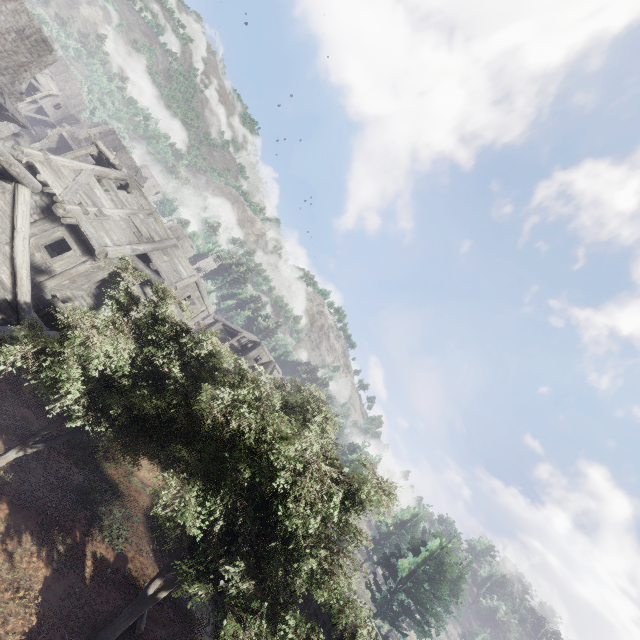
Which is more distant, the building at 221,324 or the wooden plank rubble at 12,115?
the building at 221,324

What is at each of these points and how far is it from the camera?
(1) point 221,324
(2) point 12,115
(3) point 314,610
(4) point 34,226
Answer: (1) building, 46.9 meters
(2) wooden plank rubble, 25.5 meters
(3) building, 11.4 meters
(4) building, 13.7 meters

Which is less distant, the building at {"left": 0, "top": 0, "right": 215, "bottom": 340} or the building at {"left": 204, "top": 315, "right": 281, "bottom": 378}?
the building at {"left": 0, "top": 0, "right": 215, "bottom": 340}

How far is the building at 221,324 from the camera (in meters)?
30.34

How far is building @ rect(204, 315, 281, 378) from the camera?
30.3 meters

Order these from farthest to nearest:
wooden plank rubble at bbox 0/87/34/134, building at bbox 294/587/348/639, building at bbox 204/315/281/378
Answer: building at bbox 204/315/281/378 < wooden plank rubble at bbox 0/87/34/134 < building at bbox 294/587/348/639

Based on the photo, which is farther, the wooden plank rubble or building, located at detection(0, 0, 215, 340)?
the wooden plank rubble
